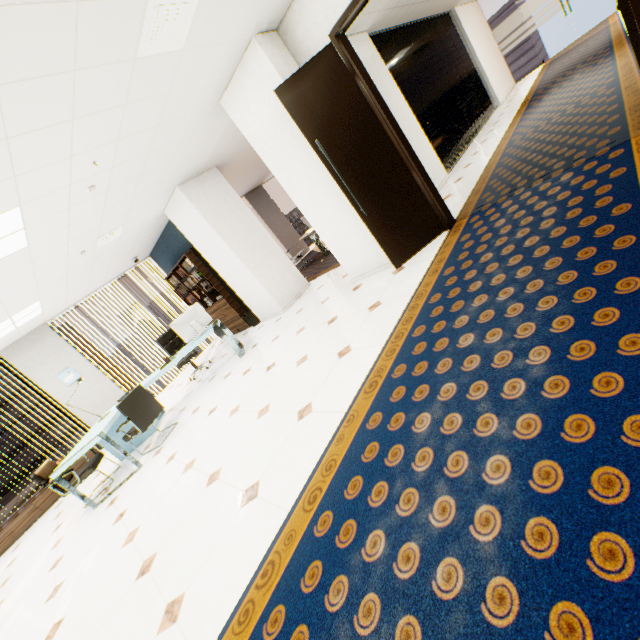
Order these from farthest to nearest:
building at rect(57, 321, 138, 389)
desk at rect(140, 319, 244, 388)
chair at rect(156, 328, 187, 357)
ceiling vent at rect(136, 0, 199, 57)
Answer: building at rect(57, 321, 138, 389) < chair at rect(156, 328, 187, 357) < desk at rect(140, 319, 244, 388) < ceiling vent at rect(136, 0, 199, 57)

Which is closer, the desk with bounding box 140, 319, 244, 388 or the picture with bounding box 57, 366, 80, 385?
the desk with bounding box 140, 319, 244, 388

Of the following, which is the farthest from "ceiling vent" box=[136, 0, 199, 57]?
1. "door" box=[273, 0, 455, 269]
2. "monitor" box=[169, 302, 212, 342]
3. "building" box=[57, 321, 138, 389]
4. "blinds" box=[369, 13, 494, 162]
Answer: "building" box=[57, 321, 138, 389]

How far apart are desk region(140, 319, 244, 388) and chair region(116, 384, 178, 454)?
0.1m

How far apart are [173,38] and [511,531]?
3.9 meters

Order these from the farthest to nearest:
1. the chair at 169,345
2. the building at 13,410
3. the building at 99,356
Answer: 1. the building at 99,356
2. the building at 13,410
3. the chair at 169,345

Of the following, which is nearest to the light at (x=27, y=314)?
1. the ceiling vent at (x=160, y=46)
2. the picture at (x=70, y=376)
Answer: the picture at (x=70, y=376)

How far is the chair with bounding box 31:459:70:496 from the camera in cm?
456
